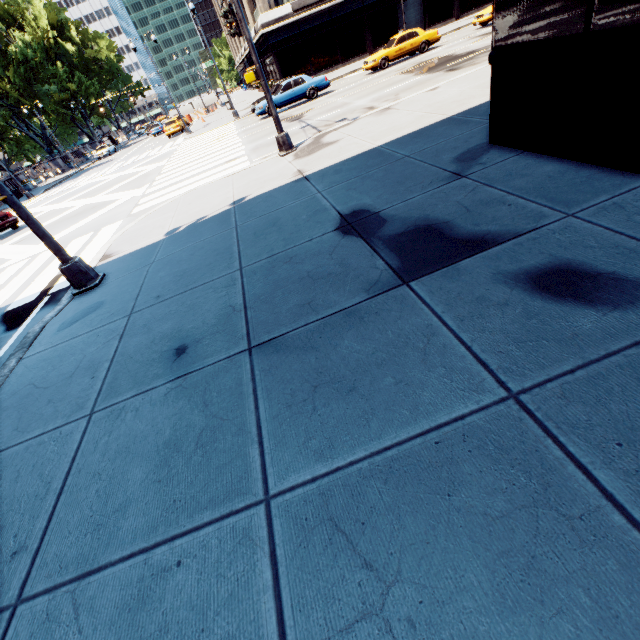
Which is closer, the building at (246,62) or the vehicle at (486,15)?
the vehicle at (486,15)

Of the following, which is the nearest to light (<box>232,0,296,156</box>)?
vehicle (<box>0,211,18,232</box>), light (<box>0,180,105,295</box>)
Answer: light (<box>0,180,105,295</box>)

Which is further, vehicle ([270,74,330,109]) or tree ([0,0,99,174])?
tree ([0,0,99,174])

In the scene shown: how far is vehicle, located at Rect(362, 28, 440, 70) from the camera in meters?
21.3 m

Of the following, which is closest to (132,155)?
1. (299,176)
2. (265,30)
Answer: (265,30)

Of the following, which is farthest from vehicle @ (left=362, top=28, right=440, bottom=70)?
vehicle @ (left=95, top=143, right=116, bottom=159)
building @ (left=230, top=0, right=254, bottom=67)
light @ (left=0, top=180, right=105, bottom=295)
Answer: vehicle @ (left=95, top=143, right=116, bottom=159)

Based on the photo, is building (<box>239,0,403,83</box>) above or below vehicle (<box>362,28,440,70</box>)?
above

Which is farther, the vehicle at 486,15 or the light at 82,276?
the vehicle at 486,15
